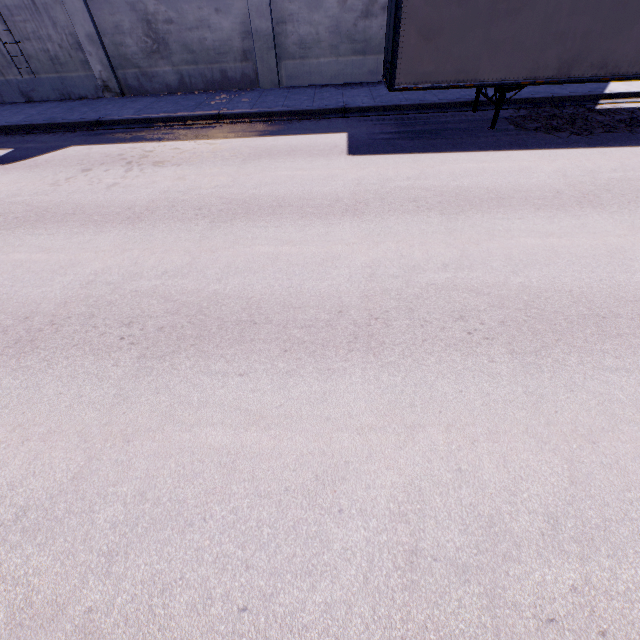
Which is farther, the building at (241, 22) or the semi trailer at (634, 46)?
the building at (241, 22)

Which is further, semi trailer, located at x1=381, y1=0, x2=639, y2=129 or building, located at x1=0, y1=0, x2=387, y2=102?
building, located at x1=0, y1=0, x2=387, y2=102

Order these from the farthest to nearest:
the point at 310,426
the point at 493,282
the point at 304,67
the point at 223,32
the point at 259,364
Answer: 1. the point at 304,67
2. the point at 223,32
3. the point at 493,282
4. the point at 259,364
5. the point at 310,426
